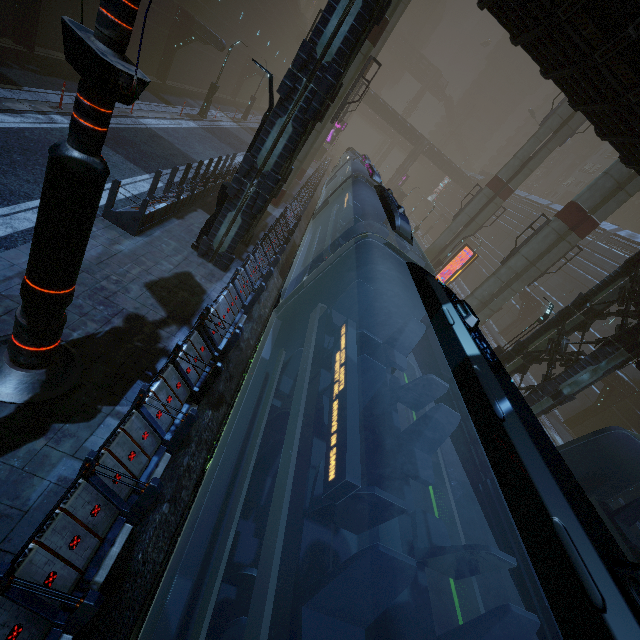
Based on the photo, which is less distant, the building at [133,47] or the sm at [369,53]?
the sm at [369,53]

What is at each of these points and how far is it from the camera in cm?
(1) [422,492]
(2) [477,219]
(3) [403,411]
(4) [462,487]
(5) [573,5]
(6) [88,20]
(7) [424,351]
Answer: (1) train rail, 1071
(2) sm, 2869
(3) train rail, 1372
(4) train rail, 1150
(5) building, 690
(6) building, 1703
(7) train rail, 1838

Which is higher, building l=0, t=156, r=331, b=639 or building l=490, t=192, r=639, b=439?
building l=490, t=192, r=639, b=439

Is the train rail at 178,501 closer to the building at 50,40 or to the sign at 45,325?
the building at 50,40

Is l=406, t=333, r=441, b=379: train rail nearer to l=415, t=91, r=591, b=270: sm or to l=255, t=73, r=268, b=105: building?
l=255, t=73, r=268, b=105: building

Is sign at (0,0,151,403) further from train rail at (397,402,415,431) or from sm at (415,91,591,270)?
sm at (415,91,591,270)

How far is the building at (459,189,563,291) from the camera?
41.1 meters

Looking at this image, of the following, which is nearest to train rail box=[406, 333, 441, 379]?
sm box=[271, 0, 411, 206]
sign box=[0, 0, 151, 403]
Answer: sm box=[271, 0, 411, 206]
